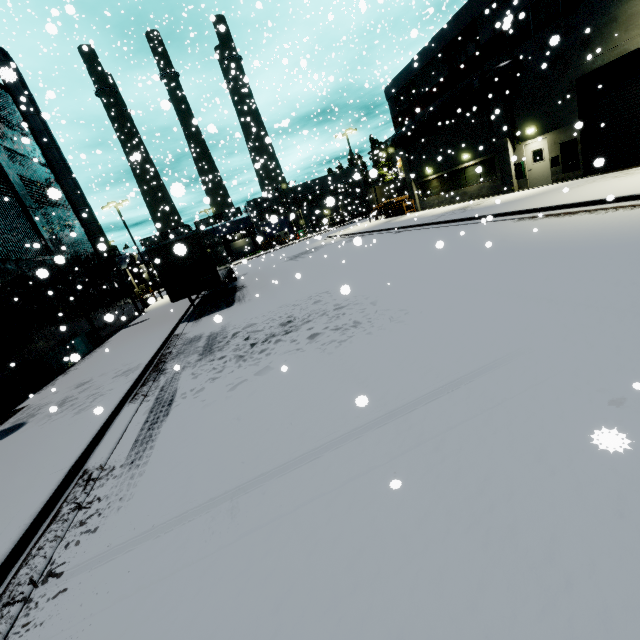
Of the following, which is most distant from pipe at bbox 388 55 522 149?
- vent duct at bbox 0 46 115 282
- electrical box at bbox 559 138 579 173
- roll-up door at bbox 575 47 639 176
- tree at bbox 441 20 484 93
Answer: electrical box at bbox 559 138 579 173

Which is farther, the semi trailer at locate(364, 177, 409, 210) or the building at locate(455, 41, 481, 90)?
the semi trailer at locate(364, 177, 409, 210)

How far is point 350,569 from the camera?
2.6m

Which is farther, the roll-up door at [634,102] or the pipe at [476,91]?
the pipe at [476,91]

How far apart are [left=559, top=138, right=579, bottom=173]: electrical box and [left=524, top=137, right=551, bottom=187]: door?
0.8m

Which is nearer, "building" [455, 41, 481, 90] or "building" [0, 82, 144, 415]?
"building" [0, 82, 144, 415]

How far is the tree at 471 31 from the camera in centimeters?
1889cm
